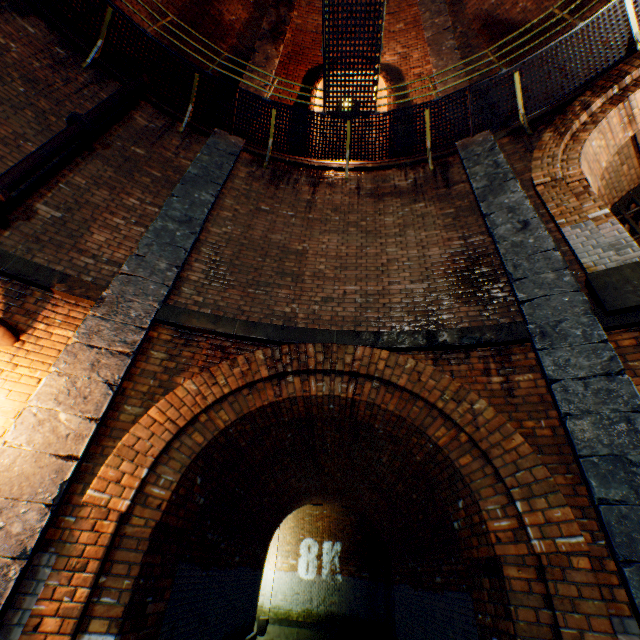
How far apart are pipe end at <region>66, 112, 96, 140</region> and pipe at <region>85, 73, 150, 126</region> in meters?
0.0

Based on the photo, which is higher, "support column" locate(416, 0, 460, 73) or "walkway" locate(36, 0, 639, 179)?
"support column" locate(416, 0, 460, 73)

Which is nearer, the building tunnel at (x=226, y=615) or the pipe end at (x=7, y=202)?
the pipe end at (x=7, y=202)

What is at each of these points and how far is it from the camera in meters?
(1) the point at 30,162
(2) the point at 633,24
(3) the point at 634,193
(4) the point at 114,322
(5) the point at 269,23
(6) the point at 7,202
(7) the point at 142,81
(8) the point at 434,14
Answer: (1) pipe, 4.2
(2) walkway, 5.3
(3) sewer grate, 7.2
(4) support column, 3.9
(5) support column, 8.9
(6) pipe end, 3.9
(7) pipe, 6.4
(8) support column, 8.6

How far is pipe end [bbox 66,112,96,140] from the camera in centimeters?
495cm

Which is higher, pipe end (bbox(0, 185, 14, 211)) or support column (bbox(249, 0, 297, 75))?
support column (bbox(249, 0, 297, 75))

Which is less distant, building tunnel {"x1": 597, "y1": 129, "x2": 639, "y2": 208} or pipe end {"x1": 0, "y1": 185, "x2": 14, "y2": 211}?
pipe end {"x1": 0, "y1": 185, "x2": 14, "y2": 211}

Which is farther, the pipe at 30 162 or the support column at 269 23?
the support column at 269 23
